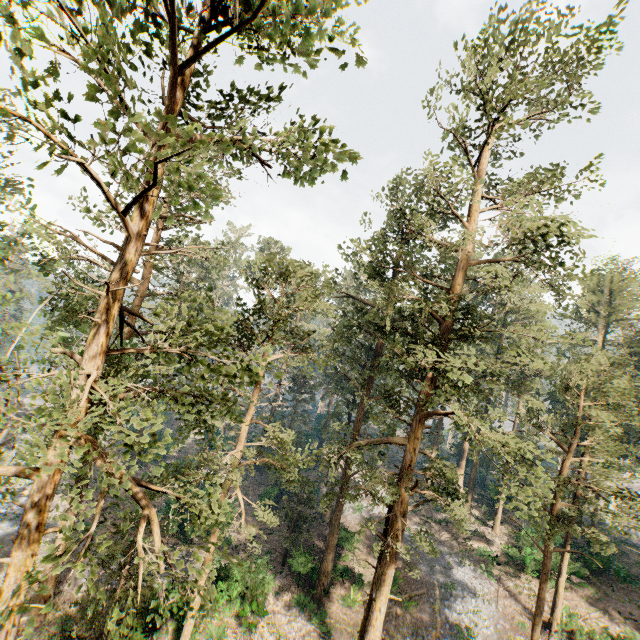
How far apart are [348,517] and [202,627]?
17.8 meters
